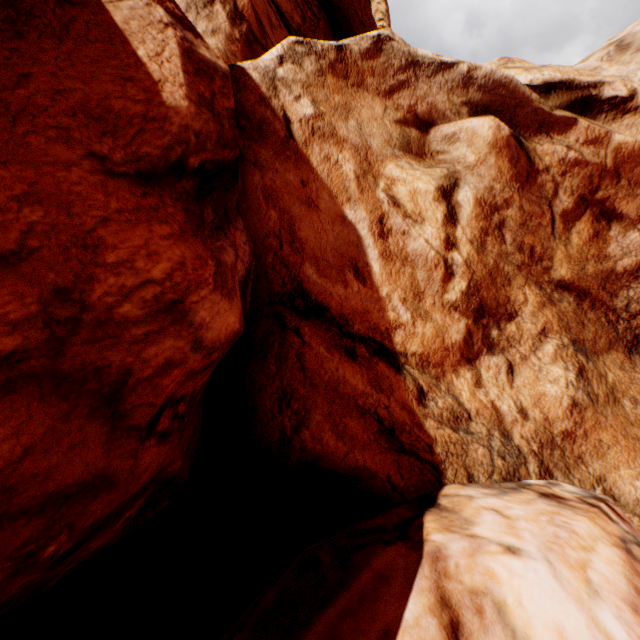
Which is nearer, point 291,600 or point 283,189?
Result: point 291,600
